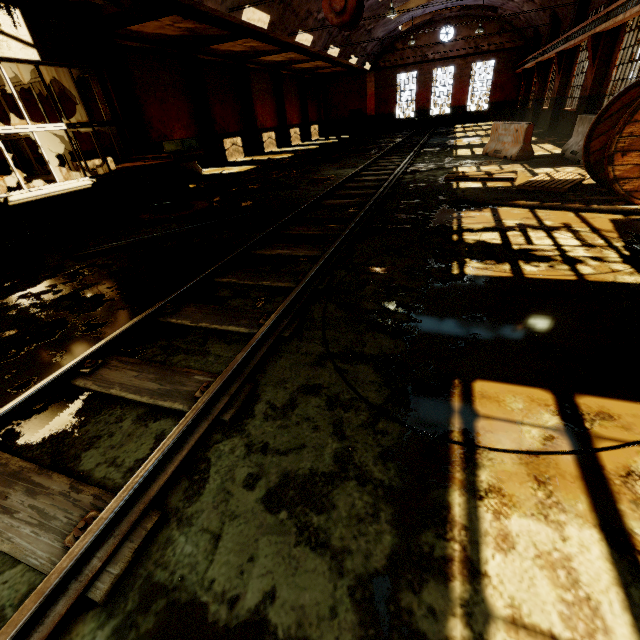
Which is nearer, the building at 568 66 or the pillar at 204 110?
the building at 568 66

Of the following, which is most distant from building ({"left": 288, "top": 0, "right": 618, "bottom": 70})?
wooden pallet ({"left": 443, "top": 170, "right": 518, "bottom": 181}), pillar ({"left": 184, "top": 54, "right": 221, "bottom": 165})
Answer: pillar ({"left": 184, "top": 54, "right": 221, "bottom": 165})

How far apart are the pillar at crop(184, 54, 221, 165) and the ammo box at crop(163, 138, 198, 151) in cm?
1156

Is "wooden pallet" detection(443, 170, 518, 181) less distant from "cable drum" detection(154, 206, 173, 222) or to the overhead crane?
the overhead crane

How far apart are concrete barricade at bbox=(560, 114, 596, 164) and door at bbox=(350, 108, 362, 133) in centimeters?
2672cm

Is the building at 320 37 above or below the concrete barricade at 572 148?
above

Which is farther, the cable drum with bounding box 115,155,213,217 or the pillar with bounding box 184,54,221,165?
the pillar with bounding box 184,54,221,165

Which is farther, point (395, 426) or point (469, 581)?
point (395, 426)
